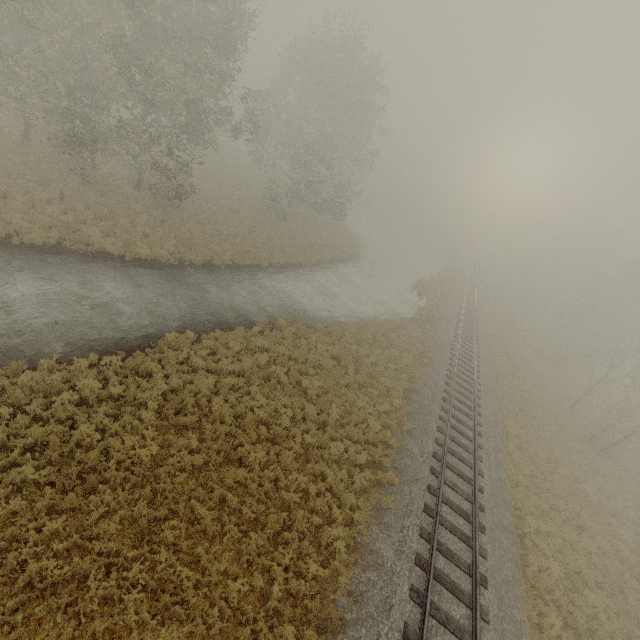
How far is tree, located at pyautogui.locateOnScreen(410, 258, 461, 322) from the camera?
28.7m

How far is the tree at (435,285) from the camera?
28.7m

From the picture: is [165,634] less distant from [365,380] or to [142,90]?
[365,380]
